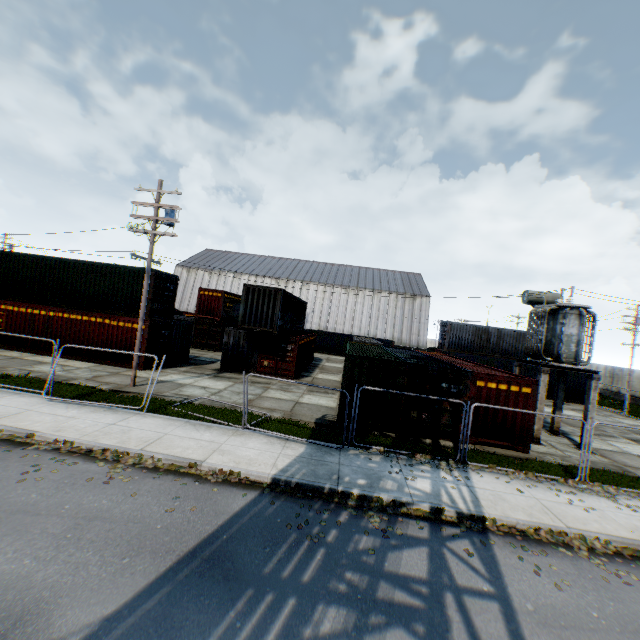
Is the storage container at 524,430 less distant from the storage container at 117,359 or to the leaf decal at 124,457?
the leaf decal at 124,457

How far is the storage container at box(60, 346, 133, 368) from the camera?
18.81m

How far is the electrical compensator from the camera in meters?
14.4 m

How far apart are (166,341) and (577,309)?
22.62m

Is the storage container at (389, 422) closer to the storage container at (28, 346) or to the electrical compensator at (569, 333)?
the electrical compensator at (569, 333)

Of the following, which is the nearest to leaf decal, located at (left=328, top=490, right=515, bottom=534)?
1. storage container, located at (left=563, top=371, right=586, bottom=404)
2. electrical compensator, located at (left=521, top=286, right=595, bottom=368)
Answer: electrical compensator, located at (left=521, top=286, right=595, bottom=368)

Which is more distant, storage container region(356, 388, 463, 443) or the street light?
the street light

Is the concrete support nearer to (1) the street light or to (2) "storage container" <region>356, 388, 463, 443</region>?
(2) "storage container" <region>356, 388, 463, 443</region>
